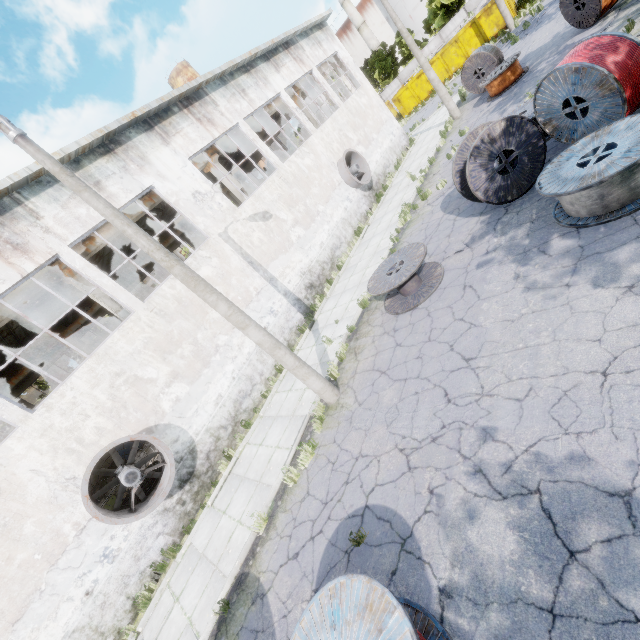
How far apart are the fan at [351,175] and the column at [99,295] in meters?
12.4

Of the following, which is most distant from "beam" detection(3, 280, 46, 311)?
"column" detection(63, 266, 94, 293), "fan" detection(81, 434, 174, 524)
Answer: "fan" detection(81, 434, 174, 524)

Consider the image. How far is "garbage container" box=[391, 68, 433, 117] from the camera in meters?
33.0

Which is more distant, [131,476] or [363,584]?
[131,476]

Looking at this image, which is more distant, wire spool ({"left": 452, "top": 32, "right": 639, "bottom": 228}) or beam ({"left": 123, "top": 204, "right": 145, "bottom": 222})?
beam ({"left": 123, "top": 204, "right": 145, "bottom": 222})

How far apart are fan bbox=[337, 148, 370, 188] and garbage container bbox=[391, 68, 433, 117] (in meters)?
21.67

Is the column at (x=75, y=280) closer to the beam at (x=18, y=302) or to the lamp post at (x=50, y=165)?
the beam at (x=18, y=302)

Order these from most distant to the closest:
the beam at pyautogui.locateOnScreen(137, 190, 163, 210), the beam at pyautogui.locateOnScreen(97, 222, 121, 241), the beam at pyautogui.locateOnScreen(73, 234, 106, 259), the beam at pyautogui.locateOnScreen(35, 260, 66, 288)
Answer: the beam at pyautogui.locateOnScreen(137, 190, 163, 210) < the beam at pyautogui.locateOnScreen(97, 222, 121, 241) < the beam at pyautogui.locateOnScreen(73, 234, 106, 259) < the beam at pyautogui.locateOnScreen(35, 260, 66, 288)
